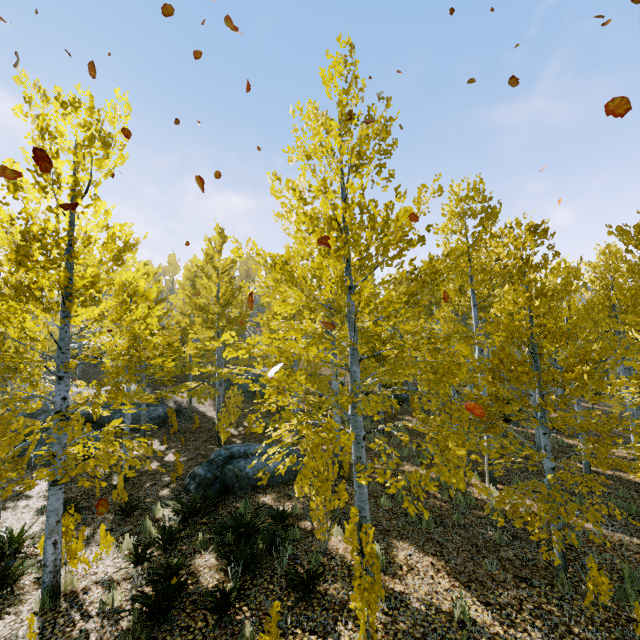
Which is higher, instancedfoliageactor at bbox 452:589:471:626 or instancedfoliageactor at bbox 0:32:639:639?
instancedfoliageactor at bbox 0:32:639:639

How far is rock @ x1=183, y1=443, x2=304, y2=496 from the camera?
9.84m

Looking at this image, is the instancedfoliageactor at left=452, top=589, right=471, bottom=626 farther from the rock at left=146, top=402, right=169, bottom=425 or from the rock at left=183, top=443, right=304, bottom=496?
the rock at left=146, top=402, right=169, bottom=425

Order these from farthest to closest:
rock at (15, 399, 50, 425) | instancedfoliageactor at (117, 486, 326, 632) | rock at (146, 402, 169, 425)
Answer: rock at (146, 402, 169, 425), rock at (15, 399, 50, 425), instancedfoliageactor at (117, 486, 326, 632)

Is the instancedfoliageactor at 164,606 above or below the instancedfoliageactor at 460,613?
above

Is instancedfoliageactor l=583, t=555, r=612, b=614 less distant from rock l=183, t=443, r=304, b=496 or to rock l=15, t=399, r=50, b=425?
rock l=183, t=443, r=304, b=496

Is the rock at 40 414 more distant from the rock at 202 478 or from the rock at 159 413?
the rock at 202 478

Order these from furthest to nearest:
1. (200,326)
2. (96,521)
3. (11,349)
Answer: (200,326) < (11,349) < (96,521)
